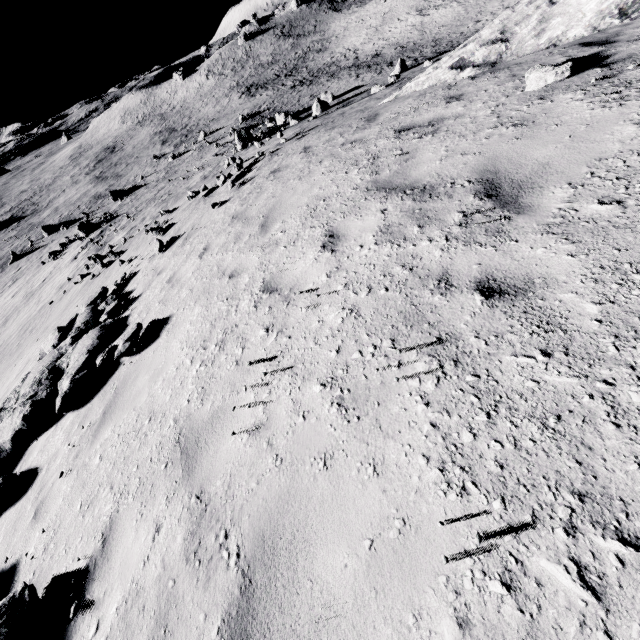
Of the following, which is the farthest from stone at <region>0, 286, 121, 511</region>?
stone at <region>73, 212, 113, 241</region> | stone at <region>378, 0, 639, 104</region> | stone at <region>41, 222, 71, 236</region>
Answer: stone at <region>41, 222, 71, 236</region>

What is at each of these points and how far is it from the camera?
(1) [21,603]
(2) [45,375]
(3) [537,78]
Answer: (1) stone, 2.8m
(2) stone, 7.3m
(3) stone, 4.4m

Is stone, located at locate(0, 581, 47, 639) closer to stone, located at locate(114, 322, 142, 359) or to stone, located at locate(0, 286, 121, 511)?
stone, located at locate(0, 286, 121, 511)

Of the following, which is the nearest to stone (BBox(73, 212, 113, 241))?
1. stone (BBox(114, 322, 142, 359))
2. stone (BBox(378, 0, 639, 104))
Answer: stone (BBox(114, 322, 142, 359))

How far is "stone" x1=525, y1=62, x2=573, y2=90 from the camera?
4.2m

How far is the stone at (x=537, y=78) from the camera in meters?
4.2 m

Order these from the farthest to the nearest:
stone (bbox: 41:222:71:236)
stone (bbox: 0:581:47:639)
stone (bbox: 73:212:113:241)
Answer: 1. stone (bbox: 41:222:71:236)
2. stone (bbox: 73:212:113:241)
3. stone (bbox: 0:581:47:639)

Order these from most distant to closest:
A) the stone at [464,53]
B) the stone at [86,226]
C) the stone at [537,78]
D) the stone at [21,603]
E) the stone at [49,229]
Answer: the stone at [49,229], the stone at [86,226], the stone at [464,53], the stone at [537,78], the stone at [21,603]
